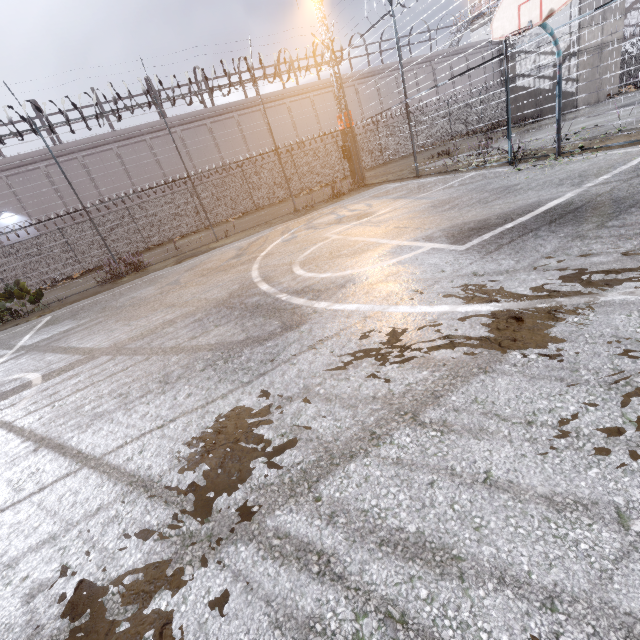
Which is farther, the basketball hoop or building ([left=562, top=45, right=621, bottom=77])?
building ([left=562, top=45, right=621, bottom=77])

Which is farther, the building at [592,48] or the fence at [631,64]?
the building at [592,48]

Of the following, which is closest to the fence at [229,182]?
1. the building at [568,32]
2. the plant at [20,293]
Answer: the plant at [20,293]

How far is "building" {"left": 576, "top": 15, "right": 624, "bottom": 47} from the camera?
16.9 meters

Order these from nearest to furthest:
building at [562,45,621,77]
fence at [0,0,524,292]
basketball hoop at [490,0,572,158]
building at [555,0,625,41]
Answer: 1. basketball hoop at [490,0,572,158]
2. fence at [0,0,524,292]
3. building at [555,0,625,41]
4. building at [562,45,621,77]

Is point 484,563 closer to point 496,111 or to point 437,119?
point 496,111

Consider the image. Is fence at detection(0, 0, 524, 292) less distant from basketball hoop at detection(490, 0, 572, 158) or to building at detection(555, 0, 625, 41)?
basketball hoop at detection(490, 0, 572, 158)
